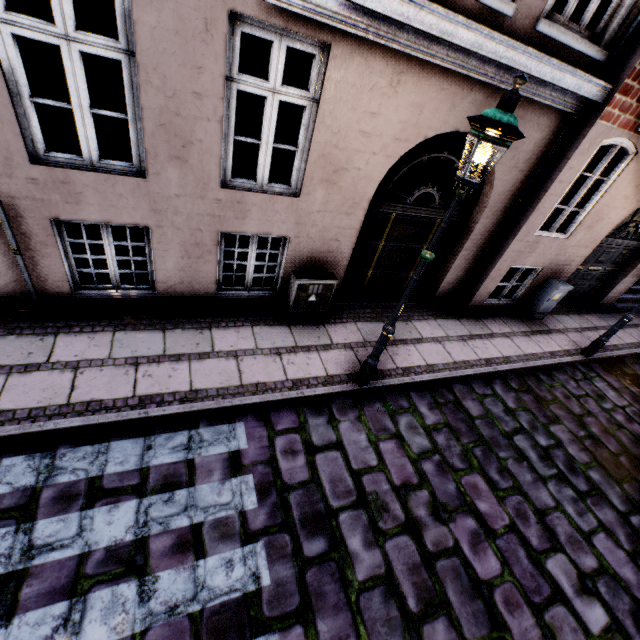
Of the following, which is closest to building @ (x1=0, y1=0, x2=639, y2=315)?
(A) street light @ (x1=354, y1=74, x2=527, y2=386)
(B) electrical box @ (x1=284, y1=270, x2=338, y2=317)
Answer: (B) electrical box @ (x1=284, y1=270, x2=338, y2=317)

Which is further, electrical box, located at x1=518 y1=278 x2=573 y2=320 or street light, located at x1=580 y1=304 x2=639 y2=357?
electrical box, located at x1=518 y1=278 x2=573 y2=320

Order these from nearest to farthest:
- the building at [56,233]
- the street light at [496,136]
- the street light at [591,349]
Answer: the street light at [496,136] < the building at [56,233] < the street light at [591,349]

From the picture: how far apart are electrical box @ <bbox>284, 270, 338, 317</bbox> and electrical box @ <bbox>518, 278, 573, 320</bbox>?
5.4 meters

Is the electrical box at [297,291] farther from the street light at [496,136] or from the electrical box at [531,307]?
the electrical box at [531,307]

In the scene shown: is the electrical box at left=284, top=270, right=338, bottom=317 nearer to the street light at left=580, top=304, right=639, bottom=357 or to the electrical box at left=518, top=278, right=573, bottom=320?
the street light at left=580, top=304, right=639, bottom=357

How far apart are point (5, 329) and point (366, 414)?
5.1 meters

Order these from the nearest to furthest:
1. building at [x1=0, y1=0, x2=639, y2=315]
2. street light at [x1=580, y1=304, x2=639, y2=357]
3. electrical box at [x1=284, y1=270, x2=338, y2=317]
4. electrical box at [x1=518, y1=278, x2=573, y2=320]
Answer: building at [x1=0, y1=0, x2=639, y2=315]
electrical box at [x1=284, y1=270, x2=338, y2=317]
street light at [x1=580, y1=304, x2=639, y2=357]
electrical box at [x1=518, y1=278, x2=573, y2=320]
